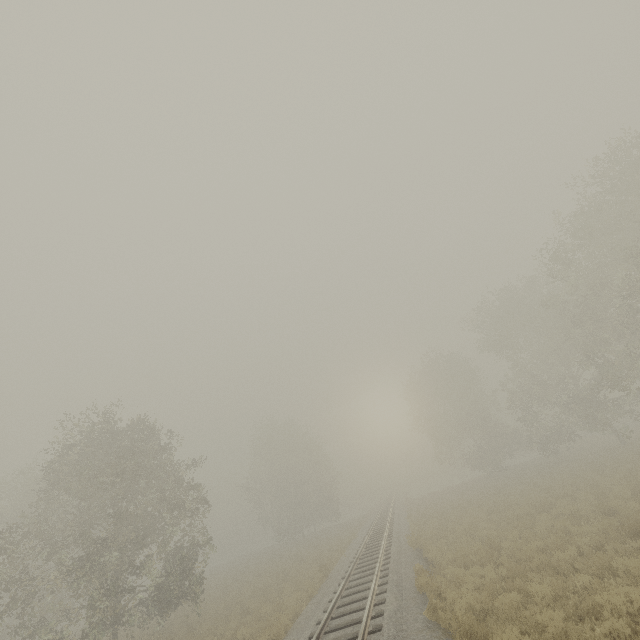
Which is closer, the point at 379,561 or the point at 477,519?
the point at 379,561
